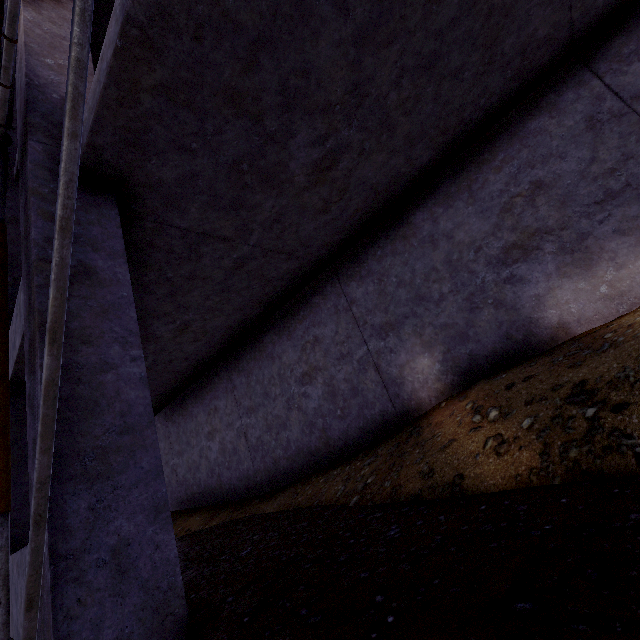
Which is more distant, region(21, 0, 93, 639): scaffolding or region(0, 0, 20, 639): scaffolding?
region(0, 0, 20, 639): scaffolding

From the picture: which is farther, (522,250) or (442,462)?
(522,250)

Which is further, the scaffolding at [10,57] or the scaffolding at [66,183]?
the scaffolding at [10,57]
